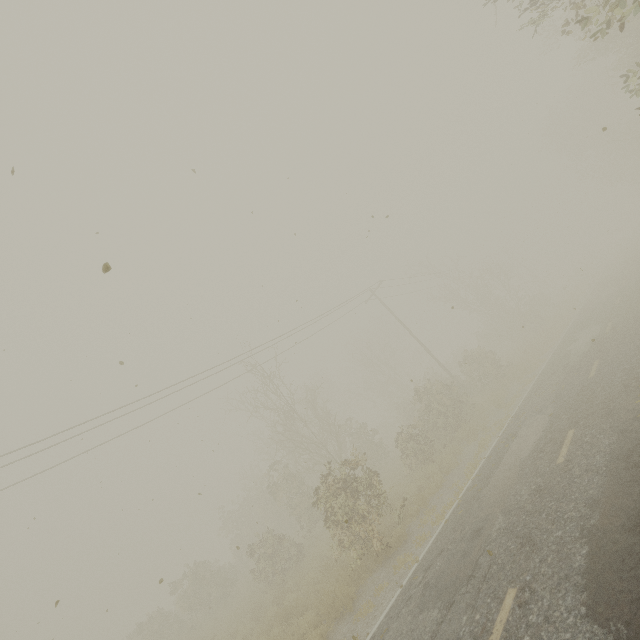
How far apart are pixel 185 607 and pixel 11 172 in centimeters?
2755cm

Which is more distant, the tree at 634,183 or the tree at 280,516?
the tree at 280,516

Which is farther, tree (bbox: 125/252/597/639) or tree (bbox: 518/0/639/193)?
A: tree (bbox: 125/252/597/639)
